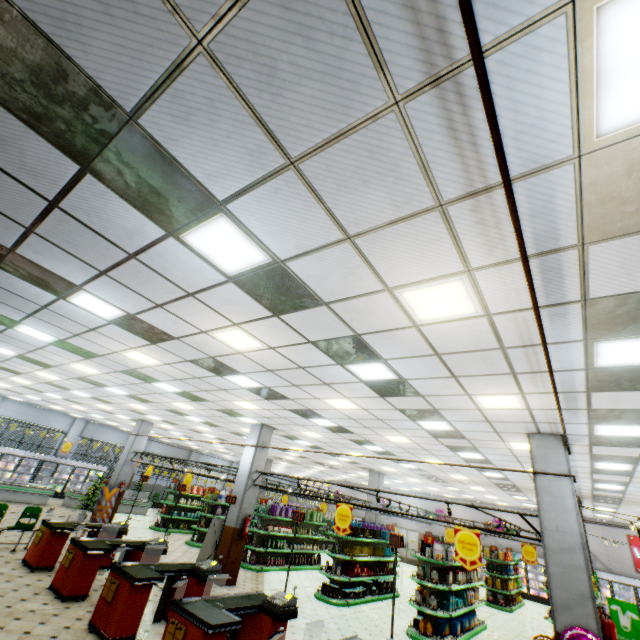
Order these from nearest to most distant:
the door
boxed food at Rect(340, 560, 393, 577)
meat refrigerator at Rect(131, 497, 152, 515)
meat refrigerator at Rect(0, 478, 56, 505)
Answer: boxed food at Rect(340, 560, 393, 577) < meat refrigerator at Rect(0, 478, 56, 505) < meat refrigerator at Rect(131, 497, 152, 515) < the door

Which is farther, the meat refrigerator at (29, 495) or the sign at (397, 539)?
the meat refrigerator at (29, 495)

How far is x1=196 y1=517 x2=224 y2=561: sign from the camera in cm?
1105

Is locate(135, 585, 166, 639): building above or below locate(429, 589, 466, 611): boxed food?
below

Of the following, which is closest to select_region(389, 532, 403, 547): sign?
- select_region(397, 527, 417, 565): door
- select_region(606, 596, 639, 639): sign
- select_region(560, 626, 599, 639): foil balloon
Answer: Answer: select_region(560, 626, 599, 639): foil balloon

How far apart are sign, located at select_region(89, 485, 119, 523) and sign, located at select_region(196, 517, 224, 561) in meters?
6.8

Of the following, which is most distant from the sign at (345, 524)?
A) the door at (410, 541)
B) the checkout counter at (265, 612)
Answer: the door at (410, 541)

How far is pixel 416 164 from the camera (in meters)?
2.35
